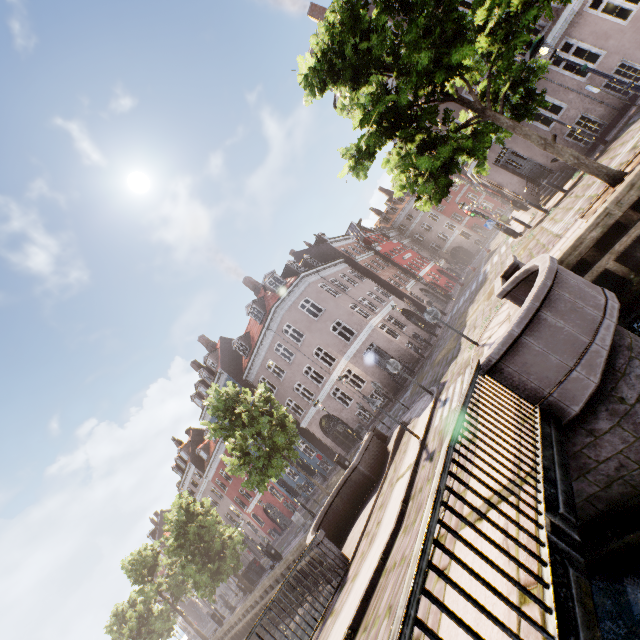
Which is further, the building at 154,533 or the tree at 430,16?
the building at 154,533

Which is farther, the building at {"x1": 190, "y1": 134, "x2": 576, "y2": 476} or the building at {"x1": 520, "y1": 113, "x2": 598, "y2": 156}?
the building at {"x1": 190, "y1": 134, "x2": 576, "y2": 476}

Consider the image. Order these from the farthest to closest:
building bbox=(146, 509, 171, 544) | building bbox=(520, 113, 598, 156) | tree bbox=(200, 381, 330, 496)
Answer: building bbox=(146, 509, 171, 544) < tree bbox=(200, 381, 330, 496) < building bbox=(520, 113, 598, 156)

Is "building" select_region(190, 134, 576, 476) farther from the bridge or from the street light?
the bridge

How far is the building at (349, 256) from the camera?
22.5 meters

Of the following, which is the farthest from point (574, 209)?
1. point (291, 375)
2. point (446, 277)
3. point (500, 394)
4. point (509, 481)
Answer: point (446, 277)

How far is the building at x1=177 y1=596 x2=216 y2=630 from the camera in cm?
5016
